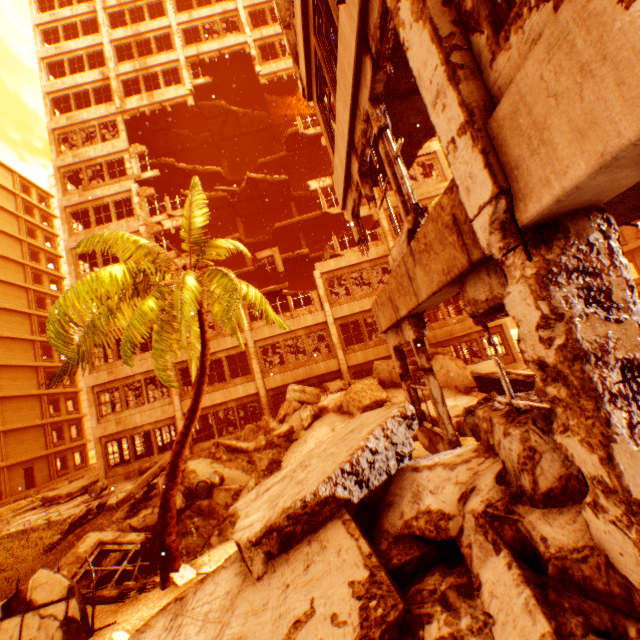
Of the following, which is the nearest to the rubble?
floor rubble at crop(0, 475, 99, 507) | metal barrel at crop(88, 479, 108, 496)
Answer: metal barrel at crop(88, 479, 108, 496)

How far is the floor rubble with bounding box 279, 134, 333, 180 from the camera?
27.1 meters

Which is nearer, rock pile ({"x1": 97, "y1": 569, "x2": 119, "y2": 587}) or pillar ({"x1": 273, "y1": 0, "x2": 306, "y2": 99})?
rock pile ({"x1": 97, "y1": 569, "x2": 119, "y2": 587})

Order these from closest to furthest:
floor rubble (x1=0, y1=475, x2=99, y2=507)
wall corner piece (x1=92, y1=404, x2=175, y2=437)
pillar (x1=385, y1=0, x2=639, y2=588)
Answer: pillar (x1=385, y1=0, x2=639, y2=588)
floor rubble (x1=0, y1=475, x2=99, y2=507)
wall corner piece (x1=92, y1=404, x2=175, y2=437)

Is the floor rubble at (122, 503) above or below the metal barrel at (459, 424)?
above

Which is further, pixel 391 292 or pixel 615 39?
pixel 391 292

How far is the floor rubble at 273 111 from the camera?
24.8m

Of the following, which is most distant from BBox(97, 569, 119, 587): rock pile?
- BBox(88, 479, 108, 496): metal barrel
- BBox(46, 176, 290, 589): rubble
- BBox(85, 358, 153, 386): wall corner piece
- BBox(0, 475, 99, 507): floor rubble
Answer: BBox(85, 358, 153, 386): wall corner piece
